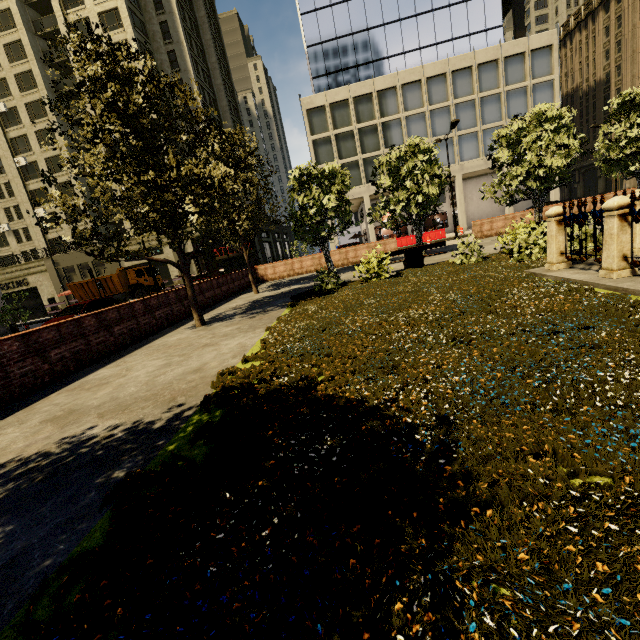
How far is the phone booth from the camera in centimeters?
1627cm

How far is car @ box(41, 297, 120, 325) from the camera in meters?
14.5

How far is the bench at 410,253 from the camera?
12.9 meters

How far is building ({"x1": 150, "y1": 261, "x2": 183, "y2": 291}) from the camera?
38.0 meters

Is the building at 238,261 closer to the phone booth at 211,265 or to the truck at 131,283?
the truck at 131,283

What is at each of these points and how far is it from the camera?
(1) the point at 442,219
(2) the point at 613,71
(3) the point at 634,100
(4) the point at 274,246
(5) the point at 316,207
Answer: (1) building, 51.78m
(2) building, 46.69m
(3) tree, 14.80m
(4) building, 52.19m
(5) tree, 17.70m

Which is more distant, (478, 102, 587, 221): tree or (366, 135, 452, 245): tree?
(366, 135, 452, 245): tree
